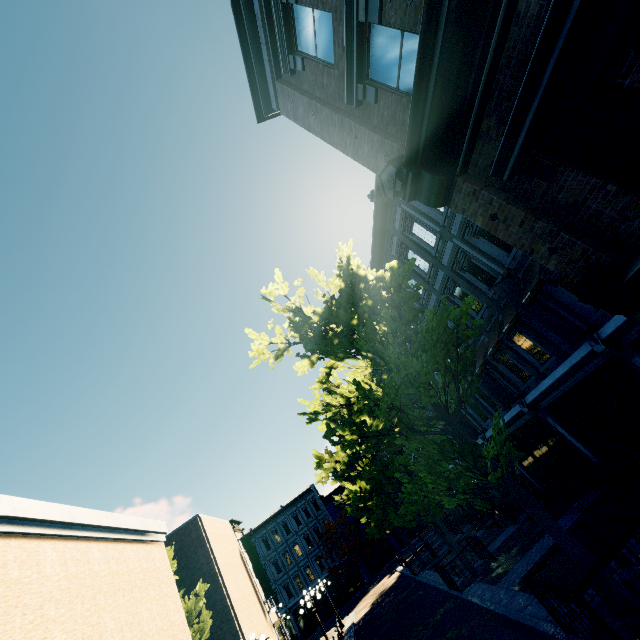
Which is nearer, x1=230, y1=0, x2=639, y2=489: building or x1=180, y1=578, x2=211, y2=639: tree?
x1=230, y1=0, x2=639, y2=489: building

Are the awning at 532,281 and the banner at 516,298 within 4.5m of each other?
yes

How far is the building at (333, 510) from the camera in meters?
45.3 m

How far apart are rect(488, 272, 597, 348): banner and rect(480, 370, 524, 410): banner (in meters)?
4.83

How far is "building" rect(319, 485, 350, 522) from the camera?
45.3m

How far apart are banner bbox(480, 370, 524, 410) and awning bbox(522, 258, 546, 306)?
5.29m

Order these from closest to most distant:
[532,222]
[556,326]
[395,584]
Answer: [532,222]
[556,326]
[395,584]

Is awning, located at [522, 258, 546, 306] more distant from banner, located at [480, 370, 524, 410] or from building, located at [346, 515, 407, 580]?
→ building, located at [346, 515, 407, 580]
